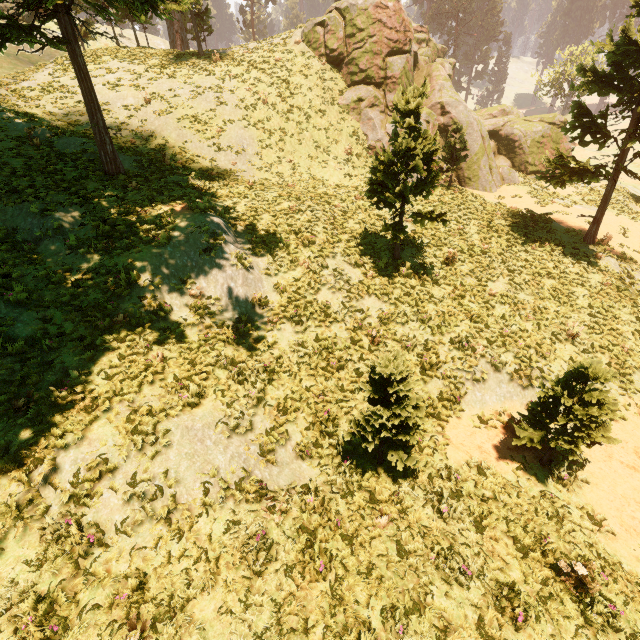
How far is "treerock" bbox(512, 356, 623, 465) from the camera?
7.08m

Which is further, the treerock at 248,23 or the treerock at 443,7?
the treerock at 443,7

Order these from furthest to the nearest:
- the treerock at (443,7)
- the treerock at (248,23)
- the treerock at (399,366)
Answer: the treerock at (443,7)
the treerock at (248,23)
the treerock at (399,366)

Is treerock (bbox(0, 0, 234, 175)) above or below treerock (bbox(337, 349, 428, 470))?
above

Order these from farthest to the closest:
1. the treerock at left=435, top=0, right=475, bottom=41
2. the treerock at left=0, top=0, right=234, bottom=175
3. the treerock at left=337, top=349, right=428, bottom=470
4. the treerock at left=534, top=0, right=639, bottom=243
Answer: the treerock at left=435, top=0, right=475, bottom=41, the treerock at left=534, top=0, right=639, bottom=243, the treerock at left=0, top=0, right=234, bottom=175, the treerock at left=337, top=349, right=428, bottom=470

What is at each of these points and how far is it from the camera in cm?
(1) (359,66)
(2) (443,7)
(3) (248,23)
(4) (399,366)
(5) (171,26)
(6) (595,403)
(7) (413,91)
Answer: (1) rock, 2180
(2) treerock, 5641
(3) treerock, 5947
(4) treerock, 666
(5) treerock, 3303
(6) treerock, 734
(7) treerock, 1062
